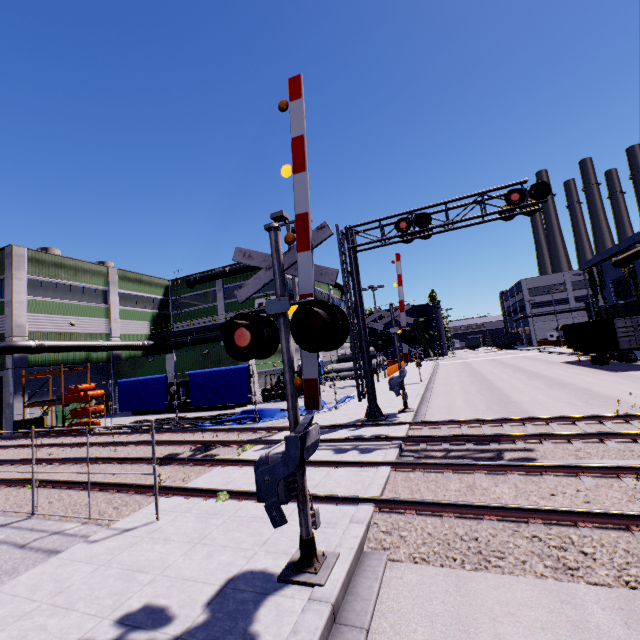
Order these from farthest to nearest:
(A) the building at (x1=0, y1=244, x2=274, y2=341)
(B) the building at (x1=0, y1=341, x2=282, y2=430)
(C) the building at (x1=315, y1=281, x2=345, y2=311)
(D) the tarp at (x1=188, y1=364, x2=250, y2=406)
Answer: (C) the building at (x1=315, y1=281, x2=345, y2=311), (A) the building at (x1=0, y1=244, x2=274, y2=341), (B) the building at (x1=0, y1=341, x2=282, y2=430), (D) the tarp at (x1=188, y1=364, x2=250, y2=406)

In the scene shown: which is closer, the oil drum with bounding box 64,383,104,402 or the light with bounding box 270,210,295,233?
the light with bounding box 270,210,295,233

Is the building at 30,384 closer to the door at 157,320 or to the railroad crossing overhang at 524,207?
the door at 157,320

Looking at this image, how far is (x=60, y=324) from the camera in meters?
28.5 m

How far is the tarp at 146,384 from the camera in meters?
18.9

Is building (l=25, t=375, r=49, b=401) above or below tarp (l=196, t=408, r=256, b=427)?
above

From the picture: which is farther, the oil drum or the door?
the door

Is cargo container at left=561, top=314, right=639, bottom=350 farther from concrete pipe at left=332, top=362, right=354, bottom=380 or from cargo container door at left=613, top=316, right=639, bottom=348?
concrete pipe at left=332, top=362, right=354, bottom=380
